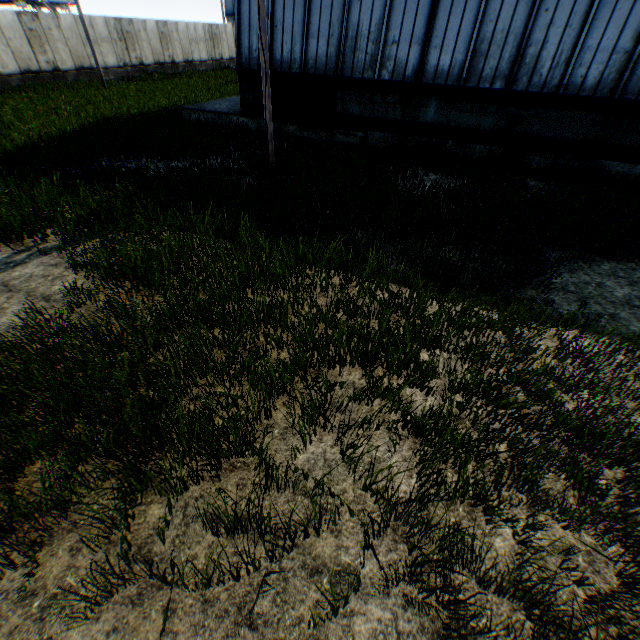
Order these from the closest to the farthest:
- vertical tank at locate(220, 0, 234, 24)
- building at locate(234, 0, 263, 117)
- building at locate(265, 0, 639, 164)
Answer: building at locate(265, 0, 639, 164) < building at locate(234, 0, 263, 117) < vertical tank at locate(220, 0, 234, 24)

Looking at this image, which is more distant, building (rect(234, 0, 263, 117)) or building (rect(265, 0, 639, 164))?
building (rect(234, 0, 263, 117))

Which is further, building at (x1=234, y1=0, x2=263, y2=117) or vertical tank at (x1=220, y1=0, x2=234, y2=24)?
vertical tank at (x1=220, y1=0, x2=234, y2=24)

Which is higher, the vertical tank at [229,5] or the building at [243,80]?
the vertical tank at [229,5]

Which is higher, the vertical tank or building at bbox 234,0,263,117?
the vertical tank

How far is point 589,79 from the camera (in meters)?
9.48

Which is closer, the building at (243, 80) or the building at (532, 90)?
the building at (532, 90)
